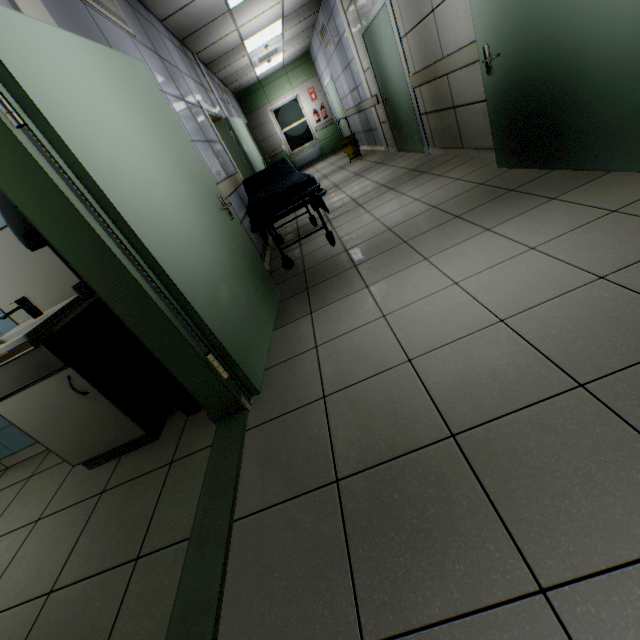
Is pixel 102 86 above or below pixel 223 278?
above

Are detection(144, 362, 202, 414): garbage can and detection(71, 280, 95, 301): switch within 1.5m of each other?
yes

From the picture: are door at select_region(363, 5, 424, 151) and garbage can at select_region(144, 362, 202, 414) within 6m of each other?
yes

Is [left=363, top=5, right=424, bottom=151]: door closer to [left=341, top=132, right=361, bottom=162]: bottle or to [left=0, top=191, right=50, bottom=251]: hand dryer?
[left=341, top=132, right=361, bottom=162]: bottle

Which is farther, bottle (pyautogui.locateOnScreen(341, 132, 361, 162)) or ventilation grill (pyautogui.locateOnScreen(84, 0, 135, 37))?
bottle (pyautogui.locateOnScreen(341, 132, 361, 162))

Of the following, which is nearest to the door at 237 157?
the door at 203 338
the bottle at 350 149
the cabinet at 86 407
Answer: the bottle at 350 149

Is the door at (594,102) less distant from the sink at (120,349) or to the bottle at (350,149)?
the sink at (120,349)

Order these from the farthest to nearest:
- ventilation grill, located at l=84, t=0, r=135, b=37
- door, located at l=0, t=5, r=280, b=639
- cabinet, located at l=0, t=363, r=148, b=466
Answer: ventilation grill, located at l=84, t=0, r=135, b=37, cabinet, located at l=0, t=363, r=148, b=466, door, located at l=0, t=5, r=280, b=639
